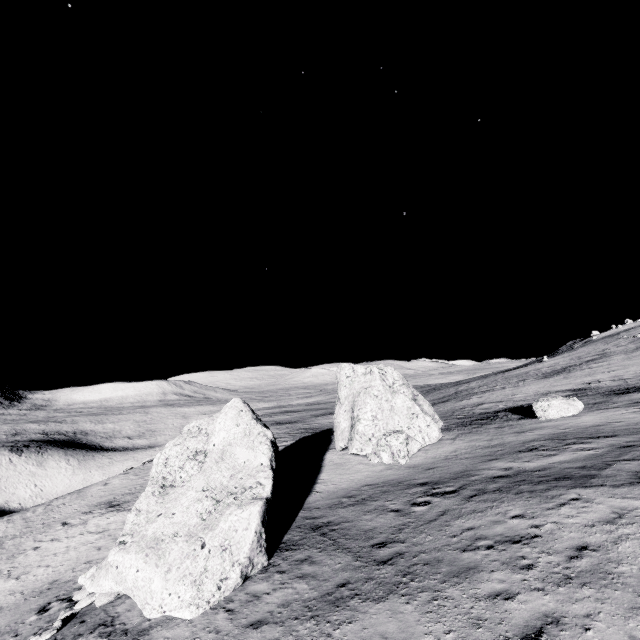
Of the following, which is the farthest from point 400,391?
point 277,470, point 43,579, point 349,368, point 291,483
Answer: point 43,579

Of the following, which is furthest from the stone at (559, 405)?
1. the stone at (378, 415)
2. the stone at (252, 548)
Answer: the stone at (252, 548)

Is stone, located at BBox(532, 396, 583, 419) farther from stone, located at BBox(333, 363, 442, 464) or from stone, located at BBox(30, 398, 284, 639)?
stone, located at BBox(30, 398, 284, 639)

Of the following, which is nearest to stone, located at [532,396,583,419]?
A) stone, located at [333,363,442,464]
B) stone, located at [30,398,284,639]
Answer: stone, located at [333,363,442,464]

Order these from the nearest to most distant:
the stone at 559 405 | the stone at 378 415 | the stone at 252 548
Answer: the stone at 252 548 < the stone at 378 415 < the stone at 559 405

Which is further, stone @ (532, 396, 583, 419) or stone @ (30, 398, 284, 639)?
stone @ (532, 396, 583, 419)

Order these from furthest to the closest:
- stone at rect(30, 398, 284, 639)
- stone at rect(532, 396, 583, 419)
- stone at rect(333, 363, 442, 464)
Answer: stone at rect(532, 396, 583, 419) → stone at rect(333, 363, 442, 464) → stone at rect(30, 398, 284, 639)
